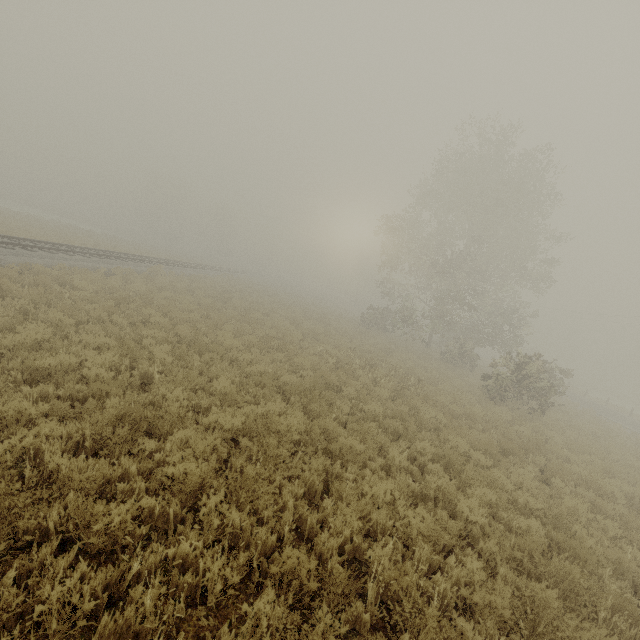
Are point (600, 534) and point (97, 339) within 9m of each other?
no
